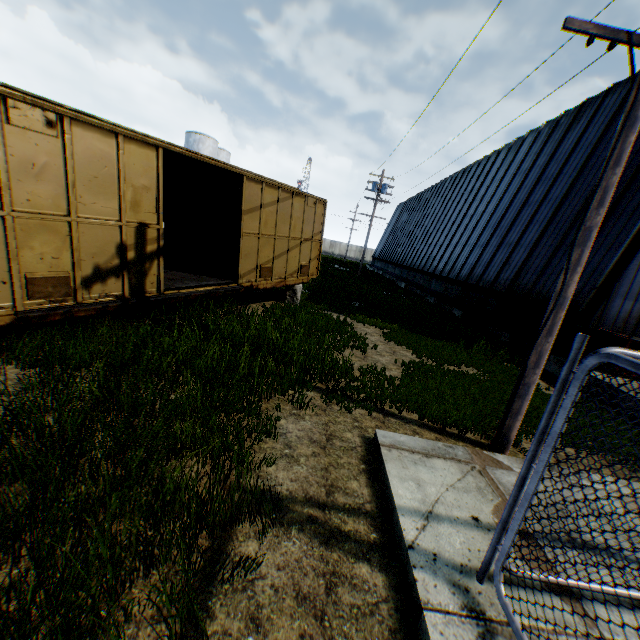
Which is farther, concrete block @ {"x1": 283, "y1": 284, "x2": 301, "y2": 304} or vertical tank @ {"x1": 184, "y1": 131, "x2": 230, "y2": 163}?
vertical tank @ {"x1": 184, "y1": 131, "x2": 230, "y2": 163}

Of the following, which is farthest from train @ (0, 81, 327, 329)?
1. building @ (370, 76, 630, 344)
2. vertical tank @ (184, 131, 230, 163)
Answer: vertical tank @ (184, 131, 230, 163)

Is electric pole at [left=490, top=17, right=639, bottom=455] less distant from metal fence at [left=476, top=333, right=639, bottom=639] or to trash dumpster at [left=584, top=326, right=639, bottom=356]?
metal fence at [left=476, top=333, right=639, bottom=639]

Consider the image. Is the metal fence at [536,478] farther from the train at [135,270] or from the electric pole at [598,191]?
the train at [135,270]

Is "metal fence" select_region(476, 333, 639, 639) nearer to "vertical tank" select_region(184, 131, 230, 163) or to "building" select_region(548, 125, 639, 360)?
"building" select_region(548, 125, 639, 360)

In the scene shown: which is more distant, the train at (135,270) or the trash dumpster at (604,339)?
the trash dumpster at (604,339)

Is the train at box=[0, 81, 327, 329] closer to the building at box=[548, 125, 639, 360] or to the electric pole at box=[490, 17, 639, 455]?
the electric pole at box=[490, 17, 639, 455]

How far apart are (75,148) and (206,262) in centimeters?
713cm
